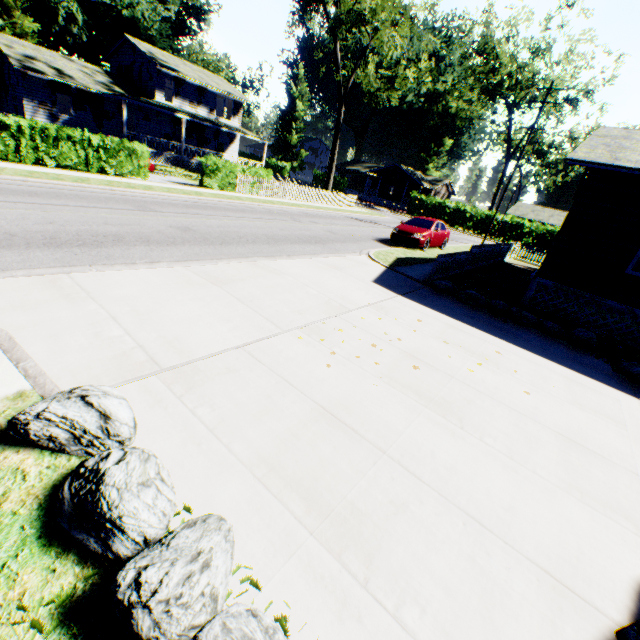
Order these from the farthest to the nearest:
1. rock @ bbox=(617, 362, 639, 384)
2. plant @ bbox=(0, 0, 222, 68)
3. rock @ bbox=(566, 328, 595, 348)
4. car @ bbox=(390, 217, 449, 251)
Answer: plant @ bbox=(0, 0, 222, 68), car @ bbox=(390, 217, 449, 251), rock @ bbox=(566, 328, 595, 348), rock @ bbox=(617, 362, 639, 384)

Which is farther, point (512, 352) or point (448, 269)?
point (448, 269)

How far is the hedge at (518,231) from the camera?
36.4m

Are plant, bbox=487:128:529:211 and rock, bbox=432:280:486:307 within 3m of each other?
no

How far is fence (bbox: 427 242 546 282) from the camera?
11.32m

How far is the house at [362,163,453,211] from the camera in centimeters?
5216cm

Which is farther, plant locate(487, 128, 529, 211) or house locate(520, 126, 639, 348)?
plant locate(487, 128, 529, 211)

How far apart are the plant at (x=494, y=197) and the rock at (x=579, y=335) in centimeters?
4879cm
